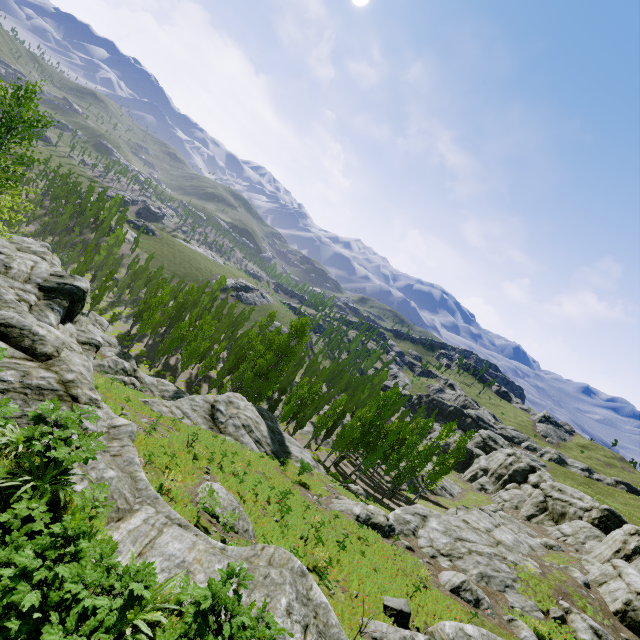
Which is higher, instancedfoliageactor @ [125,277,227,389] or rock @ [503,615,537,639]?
rock @ [503,615,537,639]

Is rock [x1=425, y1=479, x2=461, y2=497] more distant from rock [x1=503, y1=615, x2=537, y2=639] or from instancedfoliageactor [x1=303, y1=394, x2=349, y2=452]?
rock [x1=503, y1=615, x2=537, y2=639]

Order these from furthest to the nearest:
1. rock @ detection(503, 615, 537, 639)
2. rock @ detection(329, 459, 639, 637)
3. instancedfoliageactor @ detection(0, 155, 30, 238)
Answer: rock @ detection(329, 459, 639, 637), rock @ detection(503, 615, 537, 639), instancedfoliageactor @ detection(0, 155, 30, 238)

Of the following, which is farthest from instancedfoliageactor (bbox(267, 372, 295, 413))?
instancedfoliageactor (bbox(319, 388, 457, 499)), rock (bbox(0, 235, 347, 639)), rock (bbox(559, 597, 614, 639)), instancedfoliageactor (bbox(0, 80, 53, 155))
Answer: rock (bbox(559, 597, 614, 639))

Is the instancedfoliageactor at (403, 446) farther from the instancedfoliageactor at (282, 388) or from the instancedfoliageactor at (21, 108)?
the instancedfoliageactor at (21, 108)

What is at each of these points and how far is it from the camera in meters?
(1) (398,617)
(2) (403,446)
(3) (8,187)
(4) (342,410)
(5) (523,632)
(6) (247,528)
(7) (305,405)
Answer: (1) rock, 14.0
(2) instancedfoliageactor, 51.9
(3) instancedfoliageactor, 18.7
(4) instancedfoliageactor, 56.7
(5) rock, 18.8
(6) rock, 14.1
(7) instancedfoliageactor, 46.2

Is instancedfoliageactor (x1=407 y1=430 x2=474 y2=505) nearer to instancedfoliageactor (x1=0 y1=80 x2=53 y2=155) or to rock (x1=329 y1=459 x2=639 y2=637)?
rock (x1=329 y1=459 x2=639 y2=637)

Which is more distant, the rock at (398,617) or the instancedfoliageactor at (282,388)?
the instancedfoliageactor at (282,388)
